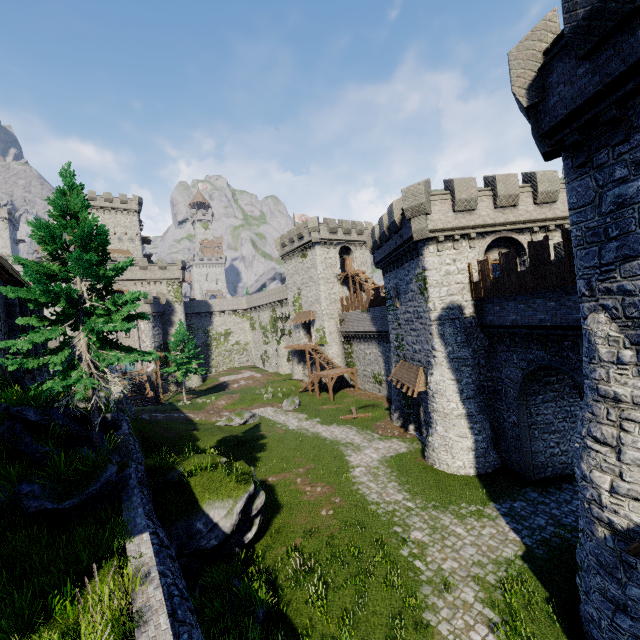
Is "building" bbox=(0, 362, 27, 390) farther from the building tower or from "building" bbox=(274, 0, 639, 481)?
the building tower

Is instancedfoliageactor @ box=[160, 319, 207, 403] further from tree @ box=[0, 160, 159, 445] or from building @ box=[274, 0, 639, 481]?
tree @ box=[0, 160, 159, 445]

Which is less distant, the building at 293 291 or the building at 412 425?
the building at 293 291

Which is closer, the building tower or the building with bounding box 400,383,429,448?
the building with bounding box 400,383,429,448

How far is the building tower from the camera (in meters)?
54.38

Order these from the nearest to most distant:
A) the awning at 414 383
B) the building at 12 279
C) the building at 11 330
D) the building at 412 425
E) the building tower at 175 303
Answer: the building at 12 279 → the building at 11 330 → the awning at 414 383 → the building at 412 425 → the building tower at 175 303

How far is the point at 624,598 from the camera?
8.0m

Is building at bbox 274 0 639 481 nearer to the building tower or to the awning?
the awning
